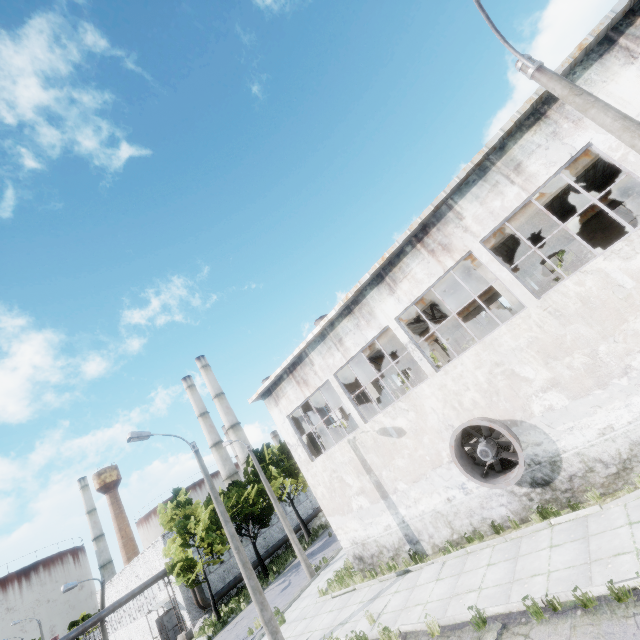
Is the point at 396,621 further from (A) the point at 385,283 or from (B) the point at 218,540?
(B) the point at 218,540

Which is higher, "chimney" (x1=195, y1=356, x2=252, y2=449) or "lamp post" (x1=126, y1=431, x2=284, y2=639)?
"chimney" (x1=195, y1=356, x2=252, y2=449)

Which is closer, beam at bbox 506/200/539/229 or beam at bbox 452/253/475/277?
beam at bbox 506/200/539/229

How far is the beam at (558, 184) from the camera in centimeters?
1170cm

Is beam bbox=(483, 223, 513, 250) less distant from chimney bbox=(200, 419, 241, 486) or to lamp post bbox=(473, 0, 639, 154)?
lamp post bbox=(473, 0, 639, 154)

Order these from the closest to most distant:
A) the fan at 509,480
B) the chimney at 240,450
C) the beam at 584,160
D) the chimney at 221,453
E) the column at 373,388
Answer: the fan at 509,480, the beam at 584,160, the column at 373,388, the chimney at 240,450, the chimney at 221,453

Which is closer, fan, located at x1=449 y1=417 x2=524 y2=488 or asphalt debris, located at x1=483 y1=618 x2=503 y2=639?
asphalt debris, located at x1=483 y1=618 x2=503 y2=639

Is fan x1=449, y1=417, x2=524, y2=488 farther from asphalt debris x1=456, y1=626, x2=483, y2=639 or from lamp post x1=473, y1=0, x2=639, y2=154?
lamp post x1=473, y1=0, x2=639, y2=154
